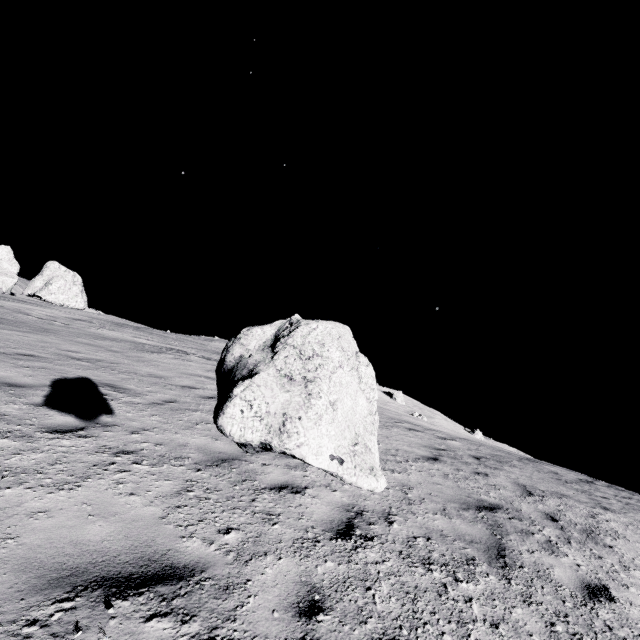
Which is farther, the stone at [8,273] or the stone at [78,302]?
the stone at [78,302]

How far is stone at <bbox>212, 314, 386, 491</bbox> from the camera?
1.22m

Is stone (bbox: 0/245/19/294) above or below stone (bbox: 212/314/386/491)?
above

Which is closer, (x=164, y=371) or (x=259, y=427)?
(x=259, y=427)

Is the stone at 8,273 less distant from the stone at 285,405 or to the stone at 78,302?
the stone at 78,302

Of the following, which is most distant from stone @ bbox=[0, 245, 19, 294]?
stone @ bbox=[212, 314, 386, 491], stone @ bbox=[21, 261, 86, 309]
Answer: stone @ bbox=[212, 314, 386, 491]

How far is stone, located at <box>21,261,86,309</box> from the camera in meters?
45.6 m

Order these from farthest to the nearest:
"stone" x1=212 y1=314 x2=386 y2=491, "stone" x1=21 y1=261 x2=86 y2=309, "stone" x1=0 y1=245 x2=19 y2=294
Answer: "stone" x1=21 y1=261 x2=86 y2=309
"stone" x1=0 y1=245 x2=19 y2=294
"stone" x1=212 y1=314 x2=386 y2=491
